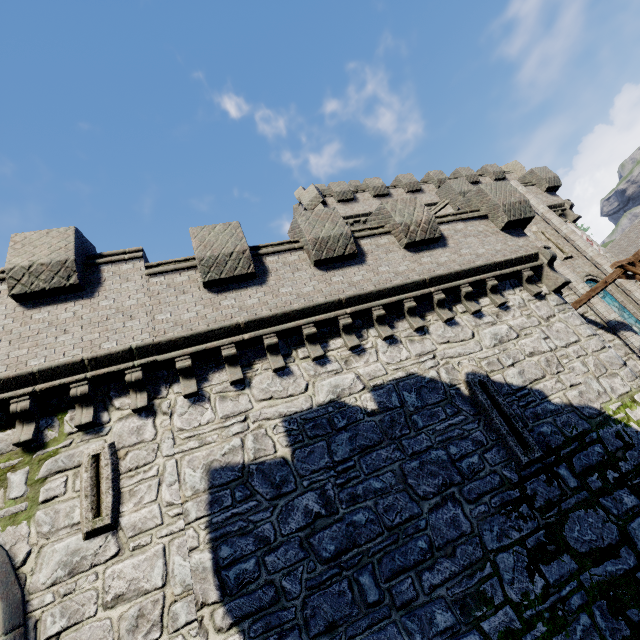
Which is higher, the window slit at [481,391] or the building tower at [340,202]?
the building tower at [340,202]

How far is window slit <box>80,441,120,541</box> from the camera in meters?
5.5

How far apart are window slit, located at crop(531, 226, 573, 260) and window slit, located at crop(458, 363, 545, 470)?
13.9m

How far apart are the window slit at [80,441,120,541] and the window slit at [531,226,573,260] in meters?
21.8

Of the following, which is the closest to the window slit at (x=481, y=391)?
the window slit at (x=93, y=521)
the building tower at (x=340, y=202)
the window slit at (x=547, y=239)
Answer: the window slit at (x=93, y=521)

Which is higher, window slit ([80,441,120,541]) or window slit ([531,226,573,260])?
window slit ([531,226,573,260])

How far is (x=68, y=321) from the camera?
7.16m

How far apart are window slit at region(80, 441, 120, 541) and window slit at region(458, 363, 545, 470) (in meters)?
7.64
